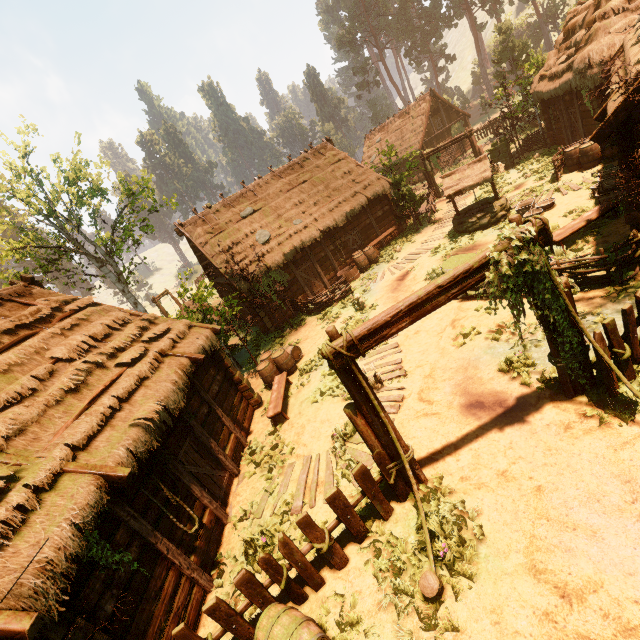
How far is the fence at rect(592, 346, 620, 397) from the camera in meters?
5.5

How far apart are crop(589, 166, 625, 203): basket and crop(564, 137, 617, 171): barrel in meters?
3.2

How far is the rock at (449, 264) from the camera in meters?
11.5 m

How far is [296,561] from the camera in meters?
5.4 m

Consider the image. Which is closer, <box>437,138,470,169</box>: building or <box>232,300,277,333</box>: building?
<box>232,300,277,333</box>: building

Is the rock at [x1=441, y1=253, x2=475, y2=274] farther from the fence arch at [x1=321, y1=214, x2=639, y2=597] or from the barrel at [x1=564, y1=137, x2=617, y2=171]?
the barrel at [x1=564, y1=137, x2=617, y2=171]

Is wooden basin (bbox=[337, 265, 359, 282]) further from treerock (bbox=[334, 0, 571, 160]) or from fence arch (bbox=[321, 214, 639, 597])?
fence arch (bbox=[321, 214, 639, 597])

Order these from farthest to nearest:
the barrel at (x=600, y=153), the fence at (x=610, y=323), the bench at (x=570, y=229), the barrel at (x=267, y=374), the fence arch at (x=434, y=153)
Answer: the fence arch at (x=434, y=153)
the barrel at (x=600, y=153)
the barrel at (x=267, y=374)
the bench at (x=570, y=229)
the fence at (x=610, y=323)
